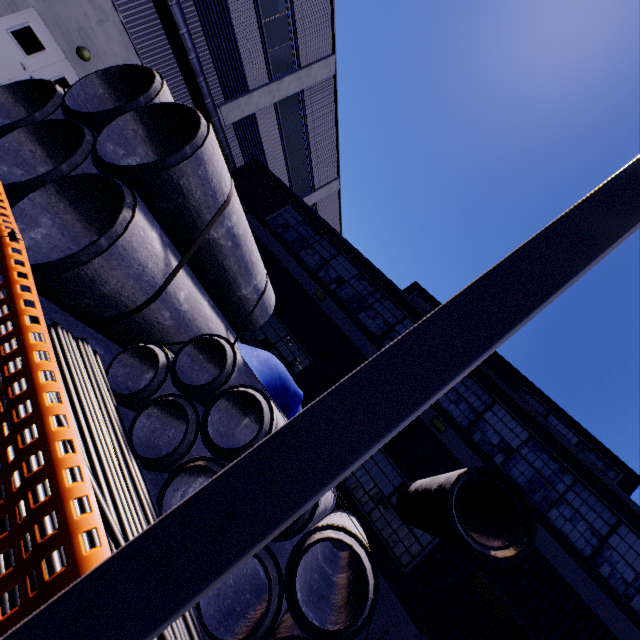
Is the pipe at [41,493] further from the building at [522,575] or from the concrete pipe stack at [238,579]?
the building at [522,575]

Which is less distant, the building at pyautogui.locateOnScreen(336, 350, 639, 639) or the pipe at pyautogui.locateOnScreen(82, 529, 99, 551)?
the pipe at pyautogui.locateOnScreen(82, 529, 99, 551)

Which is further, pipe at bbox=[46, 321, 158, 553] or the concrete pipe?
the concrete pipe

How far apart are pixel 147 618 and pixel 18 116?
10.60m

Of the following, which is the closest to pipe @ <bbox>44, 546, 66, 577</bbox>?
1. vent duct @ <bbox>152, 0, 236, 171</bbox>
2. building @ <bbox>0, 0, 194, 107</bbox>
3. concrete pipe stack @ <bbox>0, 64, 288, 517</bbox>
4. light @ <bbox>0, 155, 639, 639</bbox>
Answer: concrete pipe stack @ <bbox>0, 64, 288, 517</bbox>

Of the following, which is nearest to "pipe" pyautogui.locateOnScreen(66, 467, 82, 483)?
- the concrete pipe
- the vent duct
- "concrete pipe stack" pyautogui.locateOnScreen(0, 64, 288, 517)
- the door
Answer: "concrete pipe stack" pyautogui.locateOnScreen(0, 64, 288, 517)

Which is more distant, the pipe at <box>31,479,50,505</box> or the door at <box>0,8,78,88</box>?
the door at <box>0,8,78,88</box>

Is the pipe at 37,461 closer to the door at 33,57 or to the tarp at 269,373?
the tarp at 269,373
